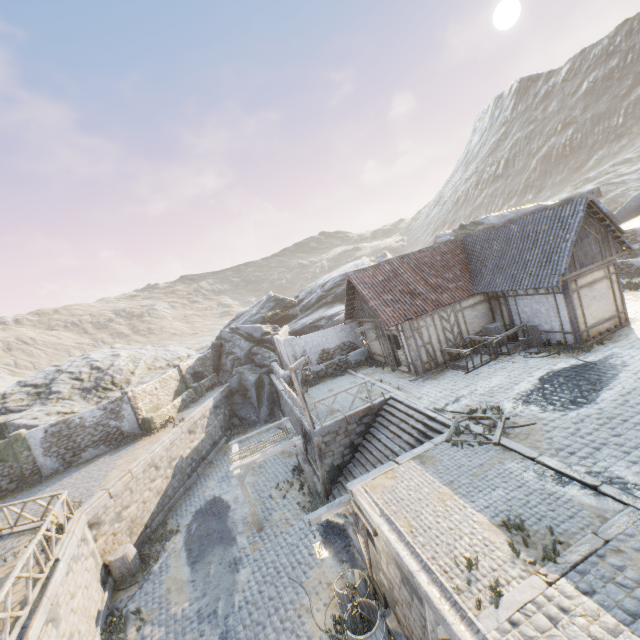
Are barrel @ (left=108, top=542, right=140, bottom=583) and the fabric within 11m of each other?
yes

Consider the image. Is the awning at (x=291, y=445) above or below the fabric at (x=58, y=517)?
below

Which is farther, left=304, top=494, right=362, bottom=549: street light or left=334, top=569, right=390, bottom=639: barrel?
left=304, top=494, right=362, bottom=549: street light

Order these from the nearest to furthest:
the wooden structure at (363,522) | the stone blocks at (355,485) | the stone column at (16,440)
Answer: the stone blocks at (355,485)
the wooden structure at (363,522)
the stone column at (16,440)

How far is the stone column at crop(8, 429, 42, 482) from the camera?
18.8m

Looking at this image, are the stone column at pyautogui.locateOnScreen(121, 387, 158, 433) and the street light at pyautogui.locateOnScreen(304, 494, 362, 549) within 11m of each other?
no

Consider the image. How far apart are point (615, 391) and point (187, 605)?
15.9m

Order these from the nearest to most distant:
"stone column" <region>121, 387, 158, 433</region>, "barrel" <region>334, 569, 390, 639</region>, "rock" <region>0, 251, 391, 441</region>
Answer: "barrel" <region>334, 569, 390, 639</region>, "stone column" <region>121, 387, 158, 433</region>, "rock" <region>0, 251, 391, 441</region>
